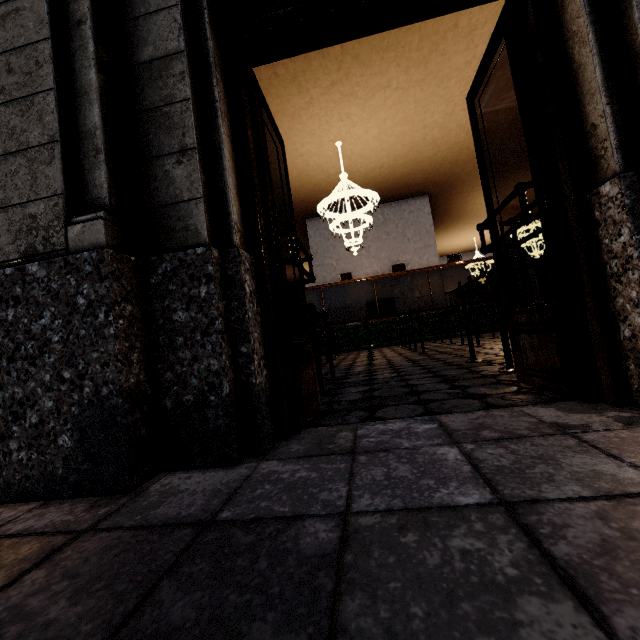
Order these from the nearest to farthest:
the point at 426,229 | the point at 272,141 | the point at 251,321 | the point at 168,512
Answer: the point at 168,512 → the point at 251,321 → the point at 272,141 → the point at 426,229
